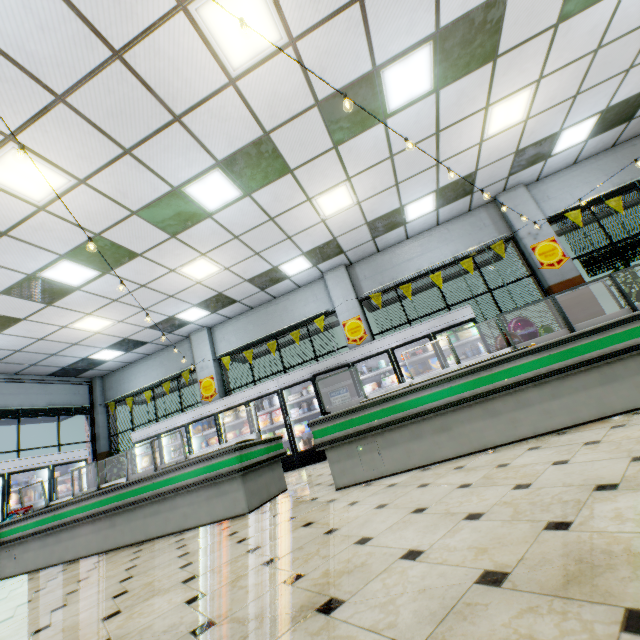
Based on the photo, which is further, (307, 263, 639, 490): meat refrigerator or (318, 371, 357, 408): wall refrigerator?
(318, 371, 357, 408): wall refrigerator

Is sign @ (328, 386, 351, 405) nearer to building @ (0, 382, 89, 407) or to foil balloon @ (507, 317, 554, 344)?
building @ (0, 382, 89, 407)

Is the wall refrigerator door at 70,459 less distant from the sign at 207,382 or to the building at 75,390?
the building at 75,390

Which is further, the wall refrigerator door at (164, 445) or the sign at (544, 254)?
the wall refrigerator door at (164, 445)

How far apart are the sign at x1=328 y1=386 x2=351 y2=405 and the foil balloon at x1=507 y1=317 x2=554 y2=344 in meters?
3.5 m

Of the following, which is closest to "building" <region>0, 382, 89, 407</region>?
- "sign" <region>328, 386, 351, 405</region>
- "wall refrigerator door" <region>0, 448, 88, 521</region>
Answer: "wall refrigerator door" <region>0, 448, 88, 521</region>

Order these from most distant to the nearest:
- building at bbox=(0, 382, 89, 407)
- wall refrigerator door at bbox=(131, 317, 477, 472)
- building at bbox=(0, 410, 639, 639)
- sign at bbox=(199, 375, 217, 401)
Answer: Result: sign at bbox=(199, 375, 217, 401) → building at bbox=(0, 382, 89, 407) → wall refrigerator door at bbox=(131, 317, 477, 472) → building at bbox=(0, 410, 639, 639)

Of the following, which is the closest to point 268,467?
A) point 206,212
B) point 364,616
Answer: point 364,616
